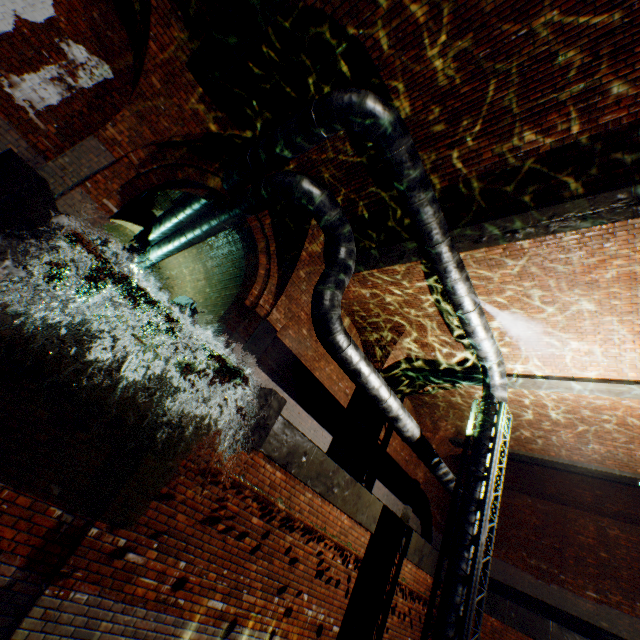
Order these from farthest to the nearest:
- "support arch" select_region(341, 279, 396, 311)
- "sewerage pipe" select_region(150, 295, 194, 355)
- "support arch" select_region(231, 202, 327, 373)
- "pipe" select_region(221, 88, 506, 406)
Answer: "sewerage pipe" select_region(150, 295, 194, 355) < "support arch" select_region(341, 279, 396, 311) < "support arch" select_region(231, 202, 327, 373) < "pipe" select_region(221, 88, 506, 406)

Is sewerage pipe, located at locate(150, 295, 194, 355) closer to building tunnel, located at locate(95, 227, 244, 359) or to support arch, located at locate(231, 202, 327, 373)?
building tunnel, located at locate(95, 227, 244, 359)

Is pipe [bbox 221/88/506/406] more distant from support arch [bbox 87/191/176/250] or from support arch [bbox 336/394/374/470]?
support arch [bbox 336/394/374/470]

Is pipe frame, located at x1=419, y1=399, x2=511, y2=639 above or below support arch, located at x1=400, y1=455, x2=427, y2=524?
below

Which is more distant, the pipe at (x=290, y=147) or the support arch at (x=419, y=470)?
the support arch at (x=419, y=470)

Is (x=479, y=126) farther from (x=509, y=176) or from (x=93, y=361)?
(x=93, y=361)

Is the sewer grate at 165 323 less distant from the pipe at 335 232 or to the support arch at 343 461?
the pipe at 335 232

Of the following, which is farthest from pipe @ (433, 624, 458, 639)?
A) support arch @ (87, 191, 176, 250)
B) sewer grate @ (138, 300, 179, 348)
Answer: sewer grate @ (138, 300, 179, 348)
